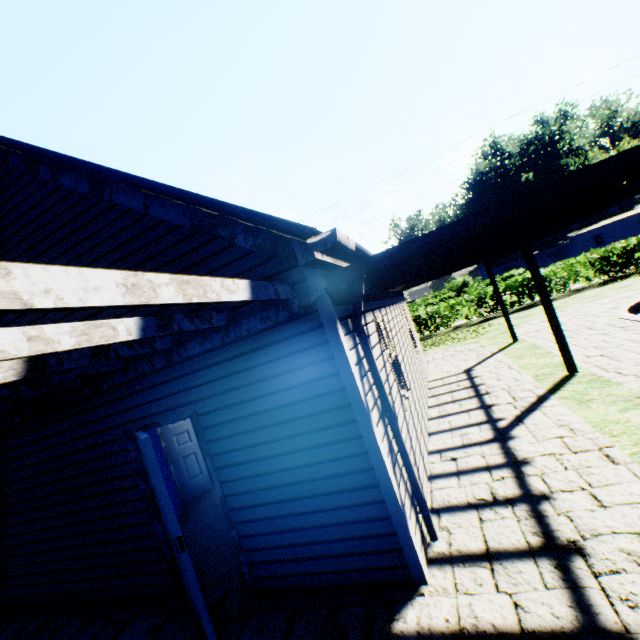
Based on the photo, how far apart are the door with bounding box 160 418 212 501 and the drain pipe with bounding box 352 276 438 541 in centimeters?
569cm

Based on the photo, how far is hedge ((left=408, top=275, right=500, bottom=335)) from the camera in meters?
19.5

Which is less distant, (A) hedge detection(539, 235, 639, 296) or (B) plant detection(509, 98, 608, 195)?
(A) hedge detection(539, 235, 639, 296)

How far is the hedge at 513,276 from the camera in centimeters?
1858cm

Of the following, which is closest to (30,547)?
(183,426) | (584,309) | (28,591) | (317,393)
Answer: (28,591)

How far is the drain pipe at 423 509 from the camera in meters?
3.6

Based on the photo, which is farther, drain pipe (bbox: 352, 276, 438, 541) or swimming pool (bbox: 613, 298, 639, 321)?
swimming pool (bbox: 613, 298, 639, 321)
